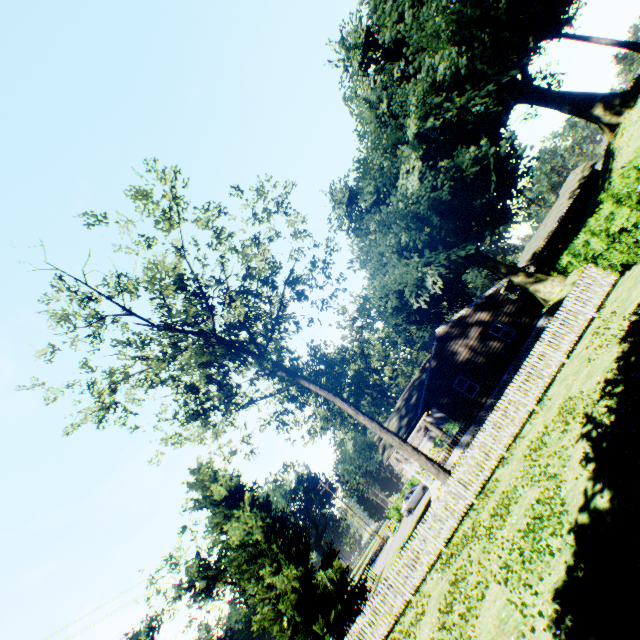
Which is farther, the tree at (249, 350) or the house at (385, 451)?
the house at (385, 451)

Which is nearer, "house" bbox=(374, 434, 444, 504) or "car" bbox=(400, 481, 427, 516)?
"house" bbox=(374, 434, 444, 504)

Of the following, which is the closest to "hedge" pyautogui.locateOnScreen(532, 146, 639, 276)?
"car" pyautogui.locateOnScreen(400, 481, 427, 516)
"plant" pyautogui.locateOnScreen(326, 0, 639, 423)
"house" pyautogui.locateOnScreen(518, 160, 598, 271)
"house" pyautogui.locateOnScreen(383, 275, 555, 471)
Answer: "plant" pyautogui.locateOnScreen(326, 0, 639, 423)

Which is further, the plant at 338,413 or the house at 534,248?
the house at 534,248

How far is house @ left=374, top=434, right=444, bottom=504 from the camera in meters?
23.1 m

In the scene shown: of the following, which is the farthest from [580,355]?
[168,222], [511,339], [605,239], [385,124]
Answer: [385,124]

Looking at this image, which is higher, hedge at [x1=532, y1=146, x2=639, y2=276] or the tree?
the tree

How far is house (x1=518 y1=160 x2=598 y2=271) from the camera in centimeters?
5594cm
